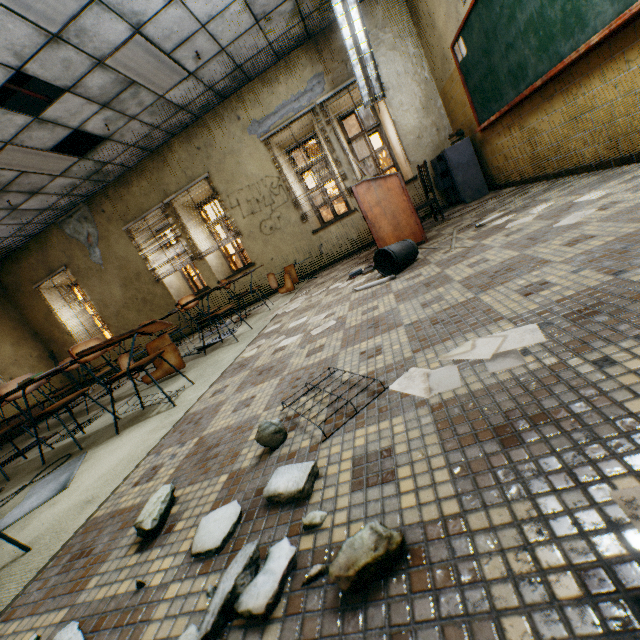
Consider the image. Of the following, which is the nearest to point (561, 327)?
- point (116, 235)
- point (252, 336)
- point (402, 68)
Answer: point (252, 336)

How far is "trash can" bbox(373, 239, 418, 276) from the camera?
3.0m

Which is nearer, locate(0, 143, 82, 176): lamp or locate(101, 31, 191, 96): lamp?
locate(101, 31, 191, 96): lamp

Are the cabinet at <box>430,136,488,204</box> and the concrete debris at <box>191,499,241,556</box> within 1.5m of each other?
no

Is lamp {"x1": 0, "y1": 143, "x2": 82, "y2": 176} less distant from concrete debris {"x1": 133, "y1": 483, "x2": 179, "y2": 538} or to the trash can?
the trash can

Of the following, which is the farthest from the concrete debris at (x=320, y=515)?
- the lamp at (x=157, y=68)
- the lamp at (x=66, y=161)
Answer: the lamp at (x=66, y=161)

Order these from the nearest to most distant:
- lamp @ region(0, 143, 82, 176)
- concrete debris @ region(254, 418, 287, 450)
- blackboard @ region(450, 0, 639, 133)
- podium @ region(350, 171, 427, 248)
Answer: concrete debris @ region(254, 418, 287, 450), blackboard @ region(450, 0, 639, 133), podium @ region(350, 171, 427, 248), lamp @ region(0, 143, 82, 176)

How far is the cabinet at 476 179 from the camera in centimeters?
541cm
